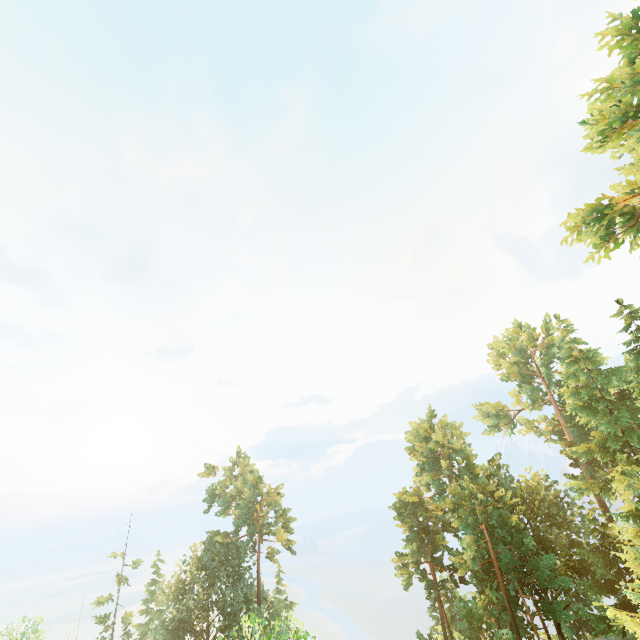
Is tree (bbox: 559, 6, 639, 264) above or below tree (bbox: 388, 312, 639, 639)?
above

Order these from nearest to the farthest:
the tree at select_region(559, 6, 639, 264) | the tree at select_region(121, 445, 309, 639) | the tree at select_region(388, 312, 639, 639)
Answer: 1. the tree at select_region(559, 6, 639, 264)
2. the tree at select_region(388, 312, 639, 639)
3. the tree at select_region(121, 445, 309, 639)

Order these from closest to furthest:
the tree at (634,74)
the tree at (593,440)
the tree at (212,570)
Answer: the tree at (634,74) < the tree at (593,440) < the tree at (212,570)

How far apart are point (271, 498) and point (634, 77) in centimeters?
5150cm

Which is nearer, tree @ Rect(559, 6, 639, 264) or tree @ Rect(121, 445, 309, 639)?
tree @ Rect(559, 6, 639, 264)

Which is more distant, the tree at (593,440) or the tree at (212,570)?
the tree at (212,570)
